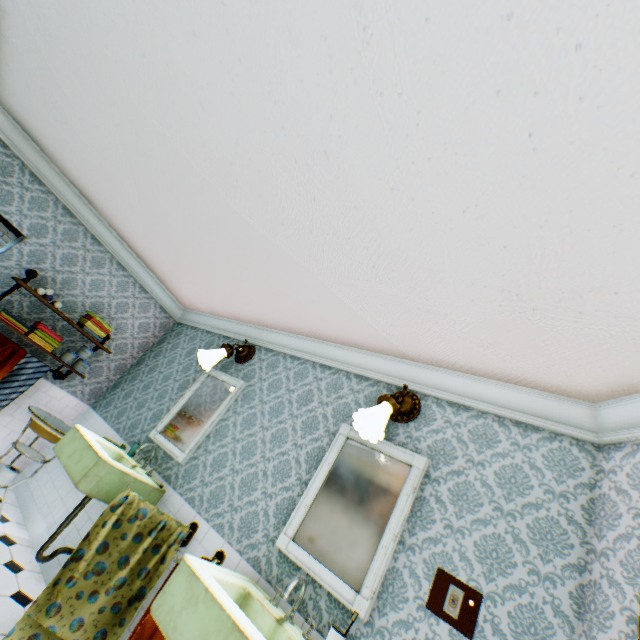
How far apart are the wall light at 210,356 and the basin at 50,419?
1.7 meters

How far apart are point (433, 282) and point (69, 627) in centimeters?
346cm

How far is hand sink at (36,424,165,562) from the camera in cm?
262

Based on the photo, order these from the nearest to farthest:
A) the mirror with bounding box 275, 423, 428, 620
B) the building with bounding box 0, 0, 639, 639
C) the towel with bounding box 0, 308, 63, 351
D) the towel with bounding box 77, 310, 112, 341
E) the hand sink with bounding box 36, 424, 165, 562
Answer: the building with bounding box 0, 0, 639, 639
the mirror with bounding box 275, 423, 428, 620
the hand sink with bounding box 36, 424, 165, 562
the towel with bounding box 0, 308, 63, 351
the towel with bounding box 77, 310, 112, 341

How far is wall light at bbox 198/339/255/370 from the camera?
3.7 meters

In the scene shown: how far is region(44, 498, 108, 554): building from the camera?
3.2m

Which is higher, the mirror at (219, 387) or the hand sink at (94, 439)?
the mirror at (219, 387)

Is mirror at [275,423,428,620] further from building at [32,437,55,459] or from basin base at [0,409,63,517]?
basin base at [0,409,63,517]
